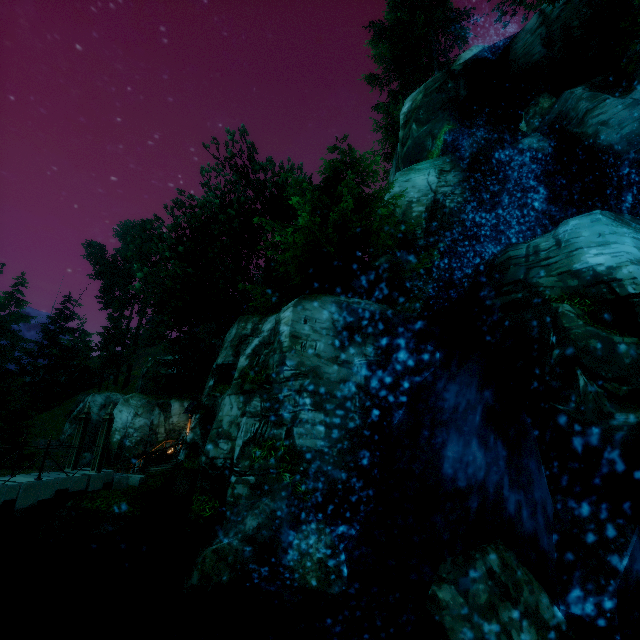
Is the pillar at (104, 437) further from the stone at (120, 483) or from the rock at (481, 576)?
the rock at (481, 576)

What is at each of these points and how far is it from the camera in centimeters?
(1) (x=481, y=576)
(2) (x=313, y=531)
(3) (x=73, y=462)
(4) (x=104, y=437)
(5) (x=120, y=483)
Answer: (1) rock, 440cm
(2) rock, 682cm
(3) pillar, 1345cm
(4) pillar, 1344cm
(5) stone, 1375cm

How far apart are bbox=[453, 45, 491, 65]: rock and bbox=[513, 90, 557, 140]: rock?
8.42m

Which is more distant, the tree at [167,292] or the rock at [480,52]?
the rock at [480,52]

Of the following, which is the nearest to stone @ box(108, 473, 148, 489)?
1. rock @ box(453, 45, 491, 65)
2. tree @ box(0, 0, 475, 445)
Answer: tree @ box(0, 0, 475, 445)

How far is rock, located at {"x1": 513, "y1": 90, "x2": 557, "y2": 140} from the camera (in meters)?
15.60

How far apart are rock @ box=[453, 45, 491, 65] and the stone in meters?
32.2

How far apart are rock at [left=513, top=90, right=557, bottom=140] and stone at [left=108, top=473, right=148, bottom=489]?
24.9m
